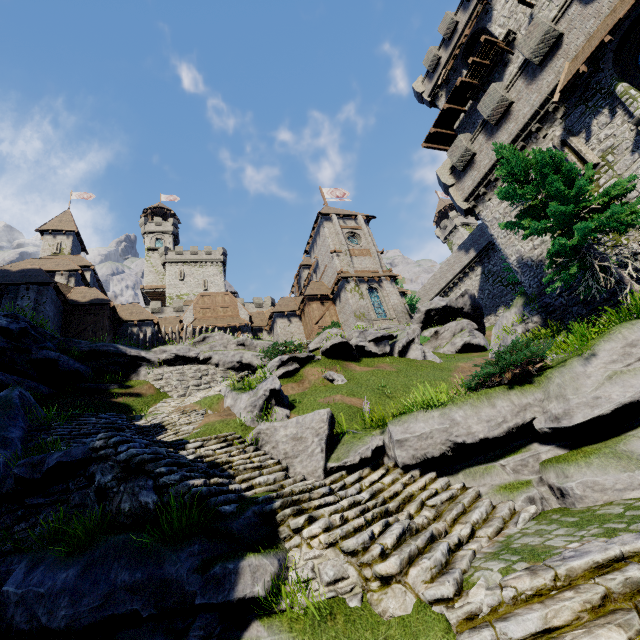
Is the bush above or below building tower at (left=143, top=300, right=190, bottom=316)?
below

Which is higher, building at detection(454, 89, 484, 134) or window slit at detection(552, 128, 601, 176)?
building at detection(454, 89, 484, 134)

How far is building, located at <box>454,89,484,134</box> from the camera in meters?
26.1 m

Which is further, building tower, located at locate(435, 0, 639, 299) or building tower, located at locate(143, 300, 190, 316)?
building tower, located at locate(143, 300, 190, 316)

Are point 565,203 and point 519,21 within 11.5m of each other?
no

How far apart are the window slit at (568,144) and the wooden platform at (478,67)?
12.7m

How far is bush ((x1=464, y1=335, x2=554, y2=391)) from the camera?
7.6m

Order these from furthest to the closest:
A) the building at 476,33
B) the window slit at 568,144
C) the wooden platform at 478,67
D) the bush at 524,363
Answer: the wooden platform at 478,67 < the building at 476,33 < the window slit at 568,144 < the bush at 524,363
